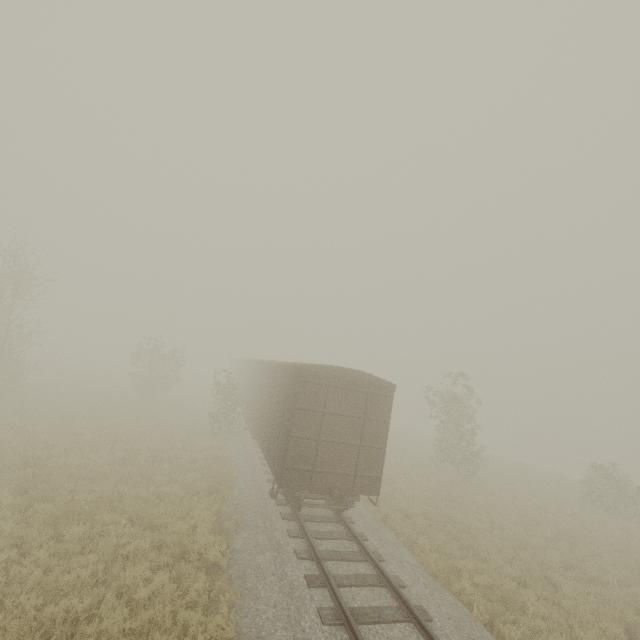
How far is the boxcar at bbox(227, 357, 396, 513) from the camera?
9.9m

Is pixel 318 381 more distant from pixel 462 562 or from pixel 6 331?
pixel 6 331

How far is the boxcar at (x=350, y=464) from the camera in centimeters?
993cm
